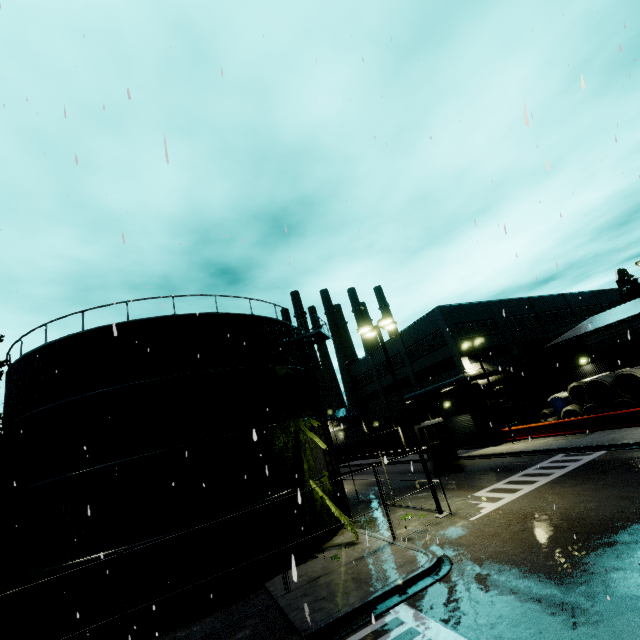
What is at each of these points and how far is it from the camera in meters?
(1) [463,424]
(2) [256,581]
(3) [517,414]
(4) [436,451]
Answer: (1) roll-up door, 35.0 m
(2) silo, 12.8 m
(3) door, 33.7 m
(4) cargo container, 27.3 m

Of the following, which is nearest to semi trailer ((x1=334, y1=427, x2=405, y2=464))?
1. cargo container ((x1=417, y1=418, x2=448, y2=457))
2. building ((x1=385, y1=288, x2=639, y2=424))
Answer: cargo container ((x1=417, y1=418, x2=448, y2=457))

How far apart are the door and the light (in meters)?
21.68

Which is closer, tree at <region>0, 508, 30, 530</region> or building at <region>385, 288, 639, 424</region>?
tree at <region>0, 508, 30, 530</region>

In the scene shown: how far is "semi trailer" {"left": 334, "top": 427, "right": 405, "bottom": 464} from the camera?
41.0 meters

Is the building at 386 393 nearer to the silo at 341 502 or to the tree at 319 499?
the tree at 319 499

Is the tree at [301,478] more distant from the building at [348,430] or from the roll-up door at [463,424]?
the roll-up door at [463,424]

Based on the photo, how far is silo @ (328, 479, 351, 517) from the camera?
17.5 meters
